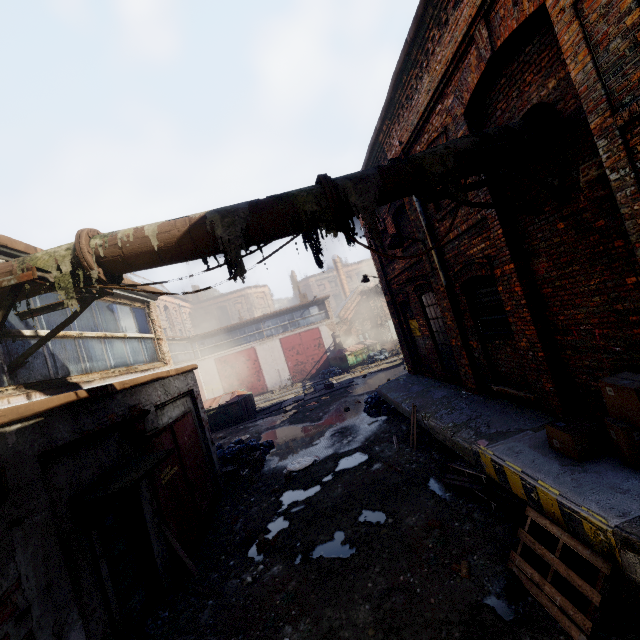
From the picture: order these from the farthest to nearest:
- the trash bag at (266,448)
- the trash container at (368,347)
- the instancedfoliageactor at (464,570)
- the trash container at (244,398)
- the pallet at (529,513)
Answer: the trash container at (368,347) → the trash container at (244,398) → the trash bag at (266,448) → the instancedfoliageactor at (464,570) → the pallet at (529,513)

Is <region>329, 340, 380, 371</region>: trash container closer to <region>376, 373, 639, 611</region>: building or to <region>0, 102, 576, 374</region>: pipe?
<region>376, 373, 639, 611</region>: building

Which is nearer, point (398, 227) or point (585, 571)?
point (585, 571)

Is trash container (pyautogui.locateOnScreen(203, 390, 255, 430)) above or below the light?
below

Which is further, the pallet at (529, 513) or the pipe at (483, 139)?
the pipe at (483, 139)

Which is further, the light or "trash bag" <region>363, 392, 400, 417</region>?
"trash bag" <region>363, 392, 400, 417</region>

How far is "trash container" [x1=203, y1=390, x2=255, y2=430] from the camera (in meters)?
18.67

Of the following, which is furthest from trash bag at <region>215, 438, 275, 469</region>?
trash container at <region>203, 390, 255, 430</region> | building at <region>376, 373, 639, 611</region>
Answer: trash container at <region>203, 390, 255, 430</region>
